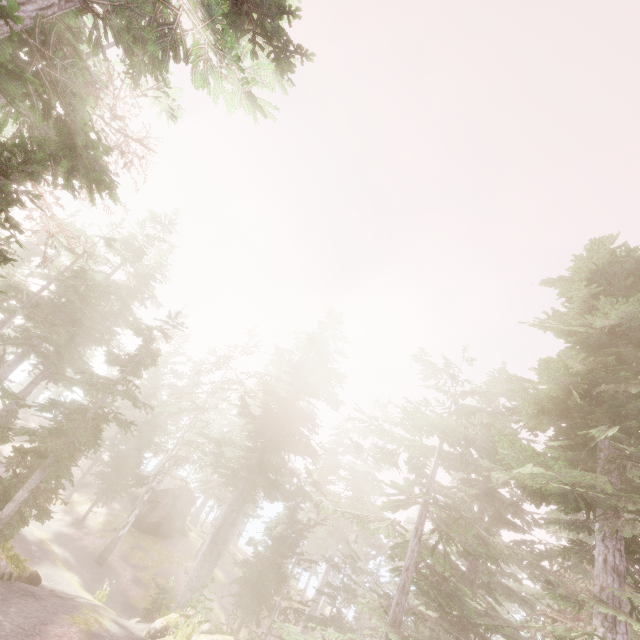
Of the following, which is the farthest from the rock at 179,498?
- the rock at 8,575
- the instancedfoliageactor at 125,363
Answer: the rock at 8,575

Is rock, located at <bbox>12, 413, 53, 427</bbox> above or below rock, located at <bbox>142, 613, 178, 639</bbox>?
above

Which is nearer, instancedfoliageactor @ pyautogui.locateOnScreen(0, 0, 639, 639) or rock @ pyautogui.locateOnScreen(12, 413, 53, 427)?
instancedfoliageactor @ pyautogui.locateOnScreen(0, 0, 639, 639)

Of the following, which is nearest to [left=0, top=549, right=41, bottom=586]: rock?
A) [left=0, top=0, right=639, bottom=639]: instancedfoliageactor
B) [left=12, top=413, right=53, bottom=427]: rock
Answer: [left=0, top=0, right=639, bottom=639]: instancedfoliageactor

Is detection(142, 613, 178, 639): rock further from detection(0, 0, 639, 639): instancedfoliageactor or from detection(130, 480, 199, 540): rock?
detection(130, 480, 199, 540): rock

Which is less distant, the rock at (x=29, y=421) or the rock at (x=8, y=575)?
A: the rock at (x=8, y=575)

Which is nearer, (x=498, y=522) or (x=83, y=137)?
(x=83, y=137)

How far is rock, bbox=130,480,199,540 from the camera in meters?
31.2
